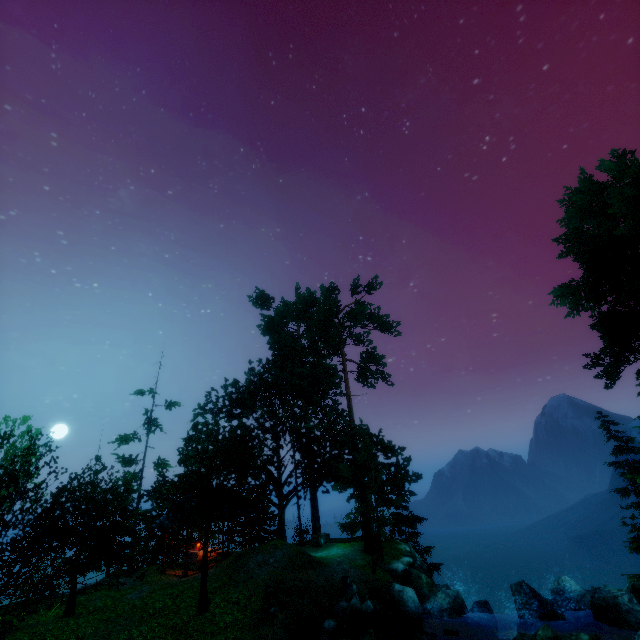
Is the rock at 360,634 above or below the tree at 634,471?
below

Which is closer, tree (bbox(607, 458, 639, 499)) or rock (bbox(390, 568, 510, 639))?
rock (bbox(390, 568, 510, 639))

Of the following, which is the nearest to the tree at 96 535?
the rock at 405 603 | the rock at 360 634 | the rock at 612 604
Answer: the rock at 405 603

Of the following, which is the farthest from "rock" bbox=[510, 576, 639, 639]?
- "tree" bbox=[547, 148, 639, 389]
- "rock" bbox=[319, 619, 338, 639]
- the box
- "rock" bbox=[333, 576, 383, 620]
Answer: the box

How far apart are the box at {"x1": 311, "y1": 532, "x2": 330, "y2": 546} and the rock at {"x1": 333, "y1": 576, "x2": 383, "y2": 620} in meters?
9.9

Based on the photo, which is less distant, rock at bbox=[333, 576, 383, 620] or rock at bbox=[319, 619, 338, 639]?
rock at bbox=[319, 619, 338, 639]

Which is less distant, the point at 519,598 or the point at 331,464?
the point at 519,598

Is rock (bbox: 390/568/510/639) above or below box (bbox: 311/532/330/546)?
below
